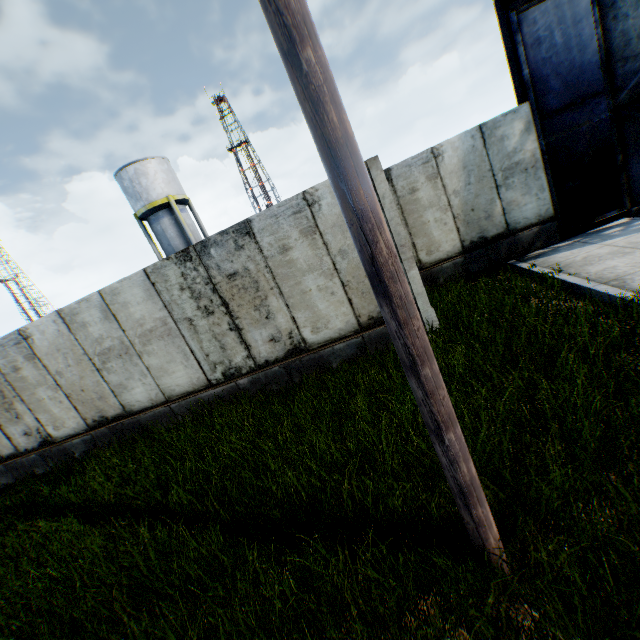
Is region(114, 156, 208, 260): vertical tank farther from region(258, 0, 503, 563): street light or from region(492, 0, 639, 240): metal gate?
region(258, 0, 503, 563): street light

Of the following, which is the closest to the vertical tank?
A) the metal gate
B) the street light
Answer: the metal gate

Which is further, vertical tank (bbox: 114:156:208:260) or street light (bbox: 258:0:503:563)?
vertical tank (bbox: 114:156:208:260)

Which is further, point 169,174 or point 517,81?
point 169,174

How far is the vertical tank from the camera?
23.1m

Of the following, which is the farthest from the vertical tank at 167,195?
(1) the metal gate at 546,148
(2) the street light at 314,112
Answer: (2) the street light at 314,112

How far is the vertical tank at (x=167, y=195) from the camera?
23.14m

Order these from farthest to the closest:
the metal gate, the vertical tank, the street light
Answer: the vertical tank, the metal gate, the street light
